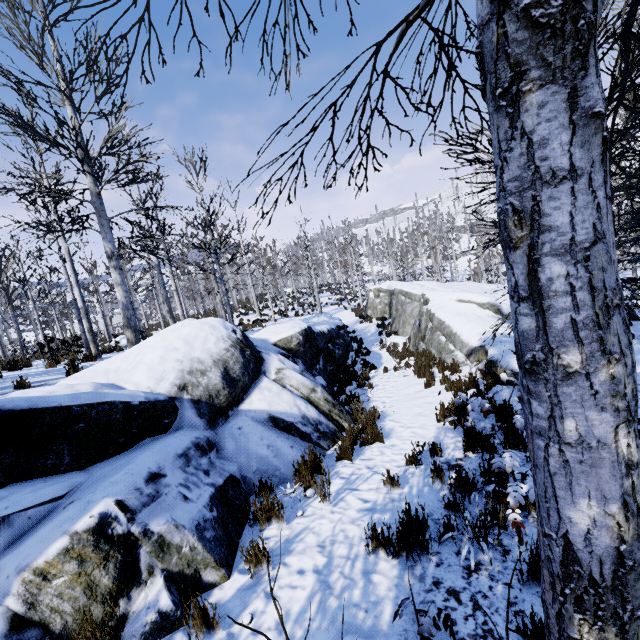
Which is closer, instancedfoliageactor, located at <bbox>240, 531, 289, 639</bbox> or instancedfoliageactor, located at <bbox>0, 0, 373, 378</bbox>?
instancedfoliageactor, located at <bbox>240, 531, 289, 639</bbox>

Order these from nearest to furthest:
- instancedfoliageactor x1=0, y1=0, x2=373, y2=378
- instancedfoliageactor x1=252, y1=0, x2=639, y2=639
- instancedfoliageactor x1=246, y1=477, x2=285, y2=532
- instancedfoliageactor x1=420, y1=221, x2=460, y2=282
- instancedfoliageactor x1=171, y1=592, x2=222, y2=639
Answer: instancedfoliageactor x1=252, y1=0, x2=639, y2=639, instancedfoliageactor x1=171, y1=592, x2=222, y2=639, instancedfoliageactor x1=246, y1=477, x2=285, y2=532, instancedfoliageactor x1=0, y1=0, x2=373, y2=378, instancedfoliageactor x1=420, y1=221, x2=460, y2=282

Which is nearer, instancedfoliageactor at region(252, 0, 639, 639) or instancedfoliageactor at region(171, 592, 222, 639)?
instancedfoliageactor at region(252, 0, 639, 639)

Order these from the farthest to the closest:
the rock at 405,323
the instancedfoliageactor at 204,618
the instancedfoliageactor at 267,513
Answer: the rock at 405,323 < the instancedfoliageactor at 267,513 < the instancedfoliageactor at 204,618

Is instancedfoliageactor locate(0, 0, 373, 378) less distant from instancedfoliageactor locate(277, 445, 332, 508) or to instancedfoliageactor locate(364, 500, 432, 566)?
instancedfoliageactor locate(364, 500, 432, 566)

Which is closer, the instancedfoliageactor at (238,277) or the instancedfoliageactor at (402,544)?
the instancedfoliageactor at (402,544)

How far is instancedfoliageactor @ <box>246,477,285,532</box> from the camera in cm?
385

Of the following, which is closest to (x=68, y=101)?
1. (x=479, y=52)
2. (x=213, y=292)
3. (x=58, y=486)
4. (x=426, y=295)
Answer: (x=58, y=486)
